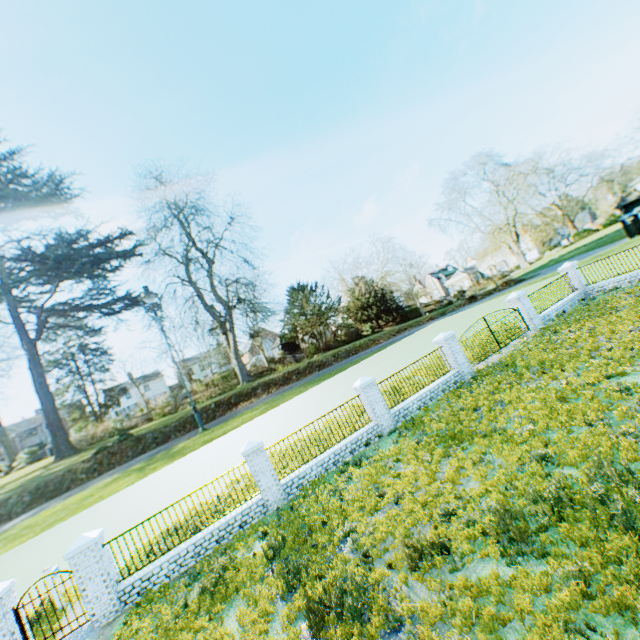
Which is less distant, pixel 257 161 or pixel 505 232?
pixel 505 232

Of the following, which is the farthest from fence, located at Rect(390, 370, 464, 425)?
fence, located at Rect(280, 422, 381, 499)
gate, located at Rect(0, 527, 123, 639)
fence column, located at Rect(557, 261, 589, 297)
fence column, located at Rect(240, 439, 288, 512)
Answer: fence column, located at Rect(557, 261, 589, 297)

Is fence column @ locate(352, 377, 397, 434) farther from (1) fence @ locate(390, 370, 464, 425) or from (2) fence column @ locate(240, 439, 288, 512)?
(2) fence column @ locate(240, 439, 288, 512)

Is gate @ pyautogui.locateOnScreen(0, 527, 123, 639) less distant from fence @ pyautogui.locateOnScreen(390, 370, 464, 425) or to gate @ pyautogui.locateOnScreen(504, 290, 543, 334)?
fence @ pyautogui.locateOnScreen(390, 370, 464, 425)

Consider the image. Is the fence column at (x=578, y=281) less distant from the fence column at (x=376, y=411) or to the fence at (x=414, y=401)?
the fence at (x=414, y=401)

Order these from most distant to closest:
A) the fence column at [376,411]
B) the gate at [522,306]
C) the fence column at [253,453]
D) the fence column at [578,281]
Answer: the fence column at [578,281] < the gate at [522,306] < the fence column at [376,411] < the fence column at [253,453]

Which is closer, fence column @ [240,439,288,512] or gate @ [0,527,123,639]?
gate @ [0,527,123,639]

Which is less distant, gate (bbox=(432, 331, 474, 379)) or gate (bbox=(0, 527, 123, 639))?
gate (bbox=(0, 527, 123, 639))
